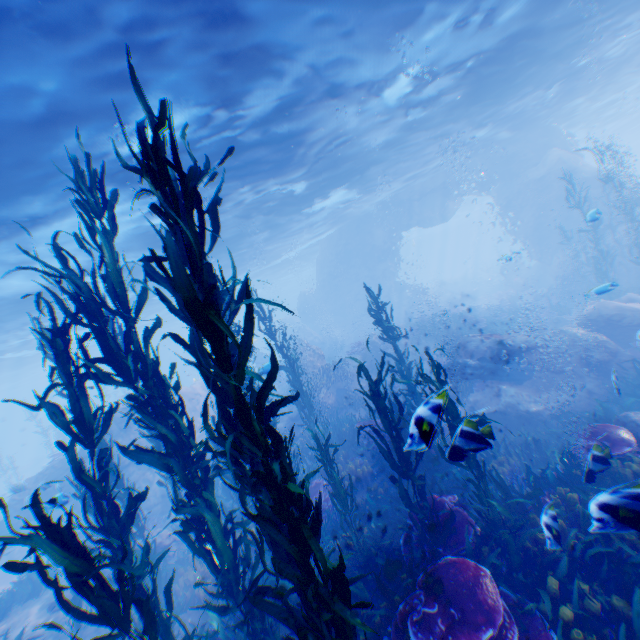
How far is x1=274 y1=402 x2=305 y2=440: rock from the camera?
15.0 meters

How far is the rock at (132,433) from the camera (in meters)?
16.64

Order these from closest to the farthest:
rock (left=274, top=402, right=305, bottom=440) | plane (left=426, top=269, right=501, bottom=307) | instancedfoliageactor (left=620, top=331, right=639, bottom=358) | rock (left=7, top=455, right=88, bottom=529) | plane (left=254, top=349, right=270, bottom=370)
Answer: instancedfoliageactor (left=620, top=331, right=639, bottom=358) < plane (left=254, top=349, right=270, bottom=370) < rock (left=7, top=455, right=88, bottom=529) < rock (left=274, top=402, right=305, bottom=440) < plane (left=426, top=269, right=501, bottom=307)

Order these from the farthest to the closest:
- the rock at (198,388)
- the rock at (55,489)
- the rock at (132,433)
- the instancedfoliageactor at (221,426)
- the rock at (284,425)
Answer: the rock at (198,388) < the rock at (132,433) < the rock at (284,425) < the rock at (55,489) < the instancedfoliageactor at (221,426)

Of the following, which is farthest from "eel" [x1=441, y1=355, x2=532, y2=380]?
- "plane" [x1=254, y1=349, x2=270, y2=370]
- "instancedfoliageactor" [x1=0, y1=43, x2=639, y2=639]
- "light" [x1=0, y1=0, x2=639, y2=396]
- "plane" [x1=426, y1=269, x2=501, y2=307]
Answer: "plane" [x1=426, y1=269, x2=501, y2=307]

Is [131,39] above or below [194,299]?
above

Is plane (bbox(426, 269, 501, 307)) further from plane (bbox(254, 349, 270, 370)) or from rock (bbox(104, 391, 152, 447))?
plane (bbox(254, 349, 270, 370))
